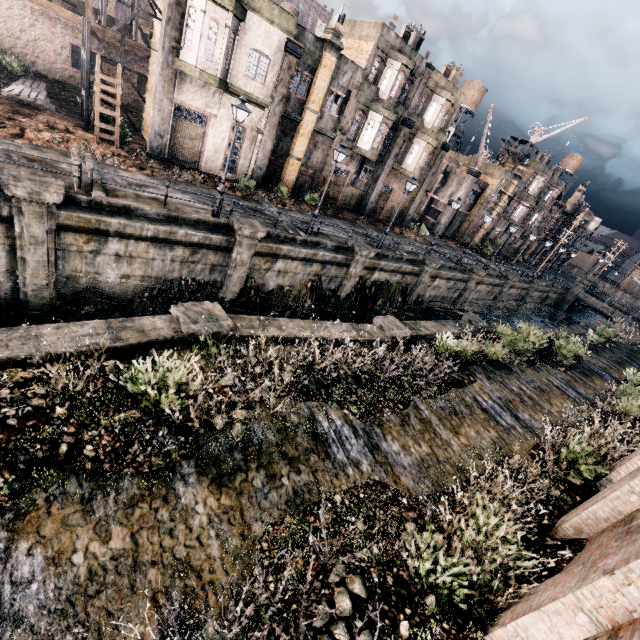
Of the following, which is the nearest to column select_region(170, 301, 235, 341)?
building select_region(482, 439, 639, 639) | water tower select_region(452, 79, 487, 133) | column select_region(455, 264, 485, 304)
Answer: building select_region(482, 439, 639, 639)

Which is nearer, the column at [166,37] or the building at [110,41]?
the column at [166,37]

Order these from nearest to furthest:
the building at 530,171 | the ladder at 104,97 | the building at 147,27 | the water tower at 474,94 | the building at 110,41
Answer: the ladder at 104,97 → the building at 147,27 → the building at 110,41 → the building at 530,171 → the water tower at 474,94

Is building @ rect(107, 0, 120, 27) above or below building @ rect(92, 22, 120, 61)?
above

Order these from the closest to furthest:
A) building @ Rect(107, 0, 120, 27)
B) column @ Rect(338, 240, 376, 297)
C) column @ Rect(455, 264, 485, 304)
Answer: column @ Rect(338, 240, 376, 297), building @ Rect(107, 0, 120, 27), column @ Rect(455, 264, 485, 304)

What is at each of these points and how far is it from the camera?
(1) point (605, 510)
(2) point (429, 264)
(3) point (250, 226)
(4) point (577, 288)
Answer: (1) building, 7.9 meters
(2) column, 27.8 meters
(3) column, 17.2 meters
(4) column, 55.7 meters

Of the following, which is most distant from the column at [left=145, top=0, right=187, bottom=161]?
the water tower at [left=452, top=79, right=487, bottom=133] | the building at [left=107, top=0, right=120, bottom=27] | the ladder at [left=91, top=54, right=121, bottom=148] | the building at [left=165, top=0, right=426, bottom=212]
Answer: the water tower at [left=452, top=79, right=487, bottom=133]

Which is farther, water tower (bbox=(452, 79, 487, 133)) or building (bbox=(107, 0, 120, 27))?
water tower (bbox=(452, 79, 487, 133))
